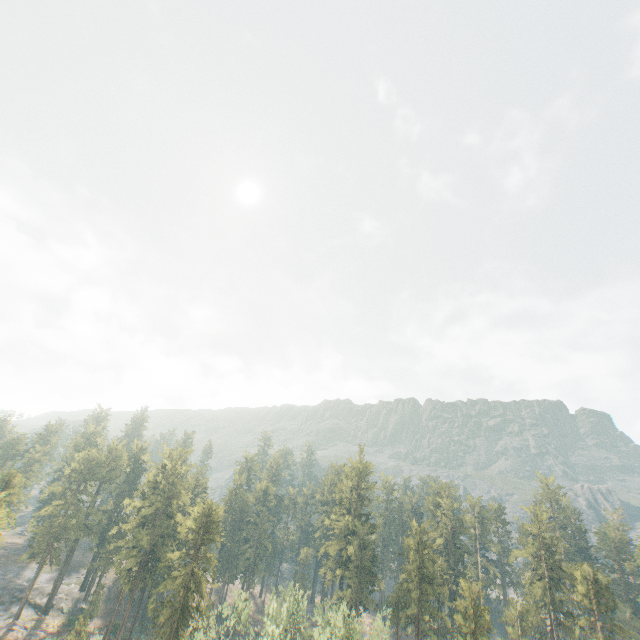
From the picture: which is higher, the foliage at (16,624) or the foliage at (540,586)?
the foliage at (540,586)

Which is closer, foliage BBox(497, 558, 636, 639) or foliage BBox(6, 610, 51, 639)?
foliage BBox(497, 558, 636, 639)

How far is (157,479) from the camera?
59.94m

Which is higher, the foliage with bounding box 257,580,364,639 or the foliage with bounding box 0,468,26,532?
the foliage with bounding box 0,468,26,532

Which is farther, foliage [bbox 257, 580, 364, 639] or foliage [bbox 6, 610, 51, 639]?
foliage [bbox 6, 610, 51, 639]

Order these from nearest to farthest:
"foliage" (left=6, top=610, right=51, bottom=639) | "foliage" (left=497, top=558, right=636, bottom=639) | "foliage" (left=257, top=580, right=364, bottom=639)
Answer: "foliage" (left=257, top=580, right=364, bottom=639) < "foliage" (left=497, top=558, right=636, bottom=639) < "foliage" (left=6, top=610, right=51, bottom=639)

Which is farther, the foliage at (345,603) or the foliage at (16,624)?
the foliage at (16,624)
